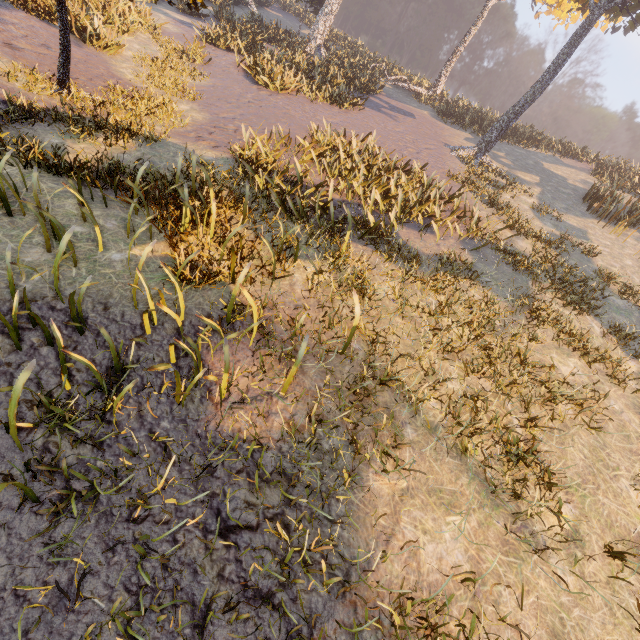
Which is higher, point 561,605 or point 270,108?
point 561,605
